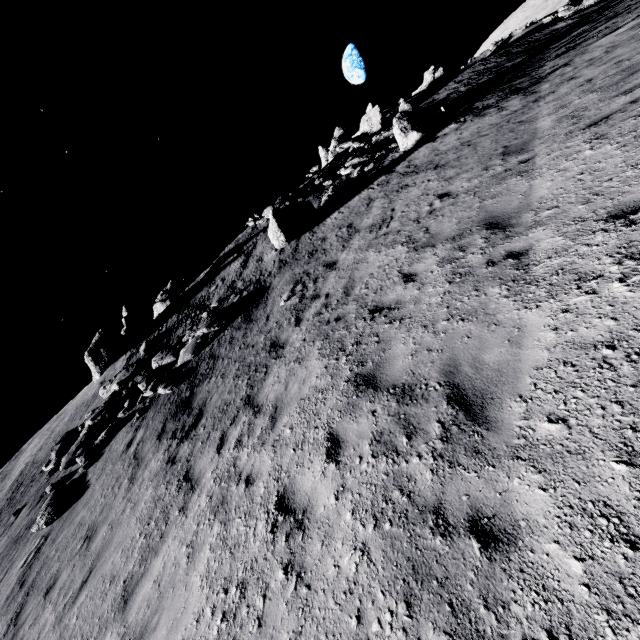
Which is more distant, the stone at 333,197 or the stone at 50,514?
the stone at 333,197

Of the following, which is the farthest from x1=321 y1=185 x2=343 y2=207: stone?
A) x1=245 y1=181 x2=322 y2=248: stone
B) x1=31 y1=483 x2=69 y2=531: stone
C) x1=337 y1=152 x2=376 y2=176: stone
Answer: x1=31 y1=483 x2=69 y2=531: stone

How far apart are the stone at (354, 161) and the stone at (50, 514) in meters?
22.4 m

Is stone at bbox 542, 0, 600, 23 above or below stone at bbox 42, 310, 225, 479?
below

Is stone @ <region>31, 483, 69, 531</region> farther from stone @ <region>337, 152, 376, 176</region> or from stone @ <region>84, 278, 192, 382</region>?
stone @ <region>337, 152, 376, 176</region>

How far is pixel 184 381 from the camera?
12.6 meters

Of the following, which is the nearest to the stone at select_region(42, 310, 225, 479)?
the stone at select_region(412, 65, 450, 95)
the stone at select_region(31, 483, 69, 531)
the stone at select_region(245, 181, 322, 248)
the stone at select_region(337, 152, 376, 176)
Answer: the stone at select_region(31, 483, 69, 531)

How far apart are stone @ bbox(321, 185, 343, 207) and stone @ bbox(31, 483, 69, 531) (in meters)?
17.75
